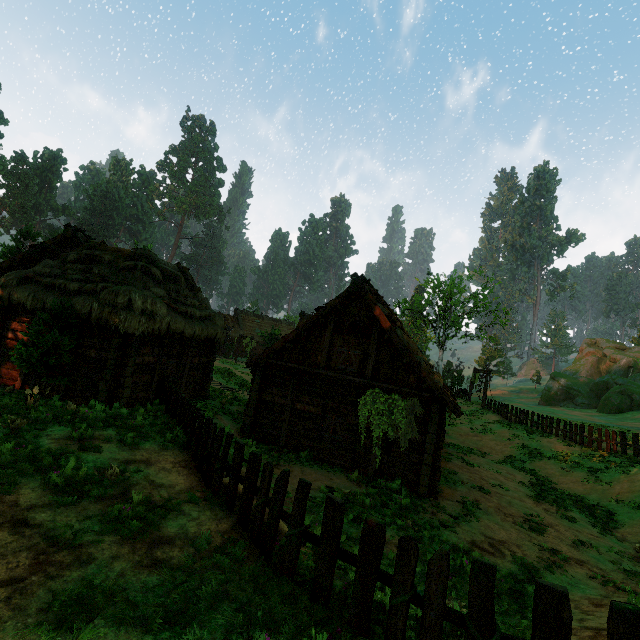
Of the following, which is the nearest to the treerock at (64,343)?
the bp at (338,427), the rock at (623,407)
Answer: the rock at (623,407)

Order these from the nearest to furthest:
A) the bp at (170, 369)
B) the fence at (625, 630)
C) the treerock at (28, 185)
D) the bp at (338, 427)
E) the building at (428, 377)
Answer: the fence at (625, 630), the building at (428, 377), the bp at (338, 427), the bp at (170, 369), the treerock at (28, 185)

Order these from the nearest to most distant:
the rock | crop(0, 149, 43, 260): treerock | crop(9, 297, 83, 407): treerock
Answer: crop(9, 297, 83, 407): treerock, crop(0, 149, 43, 260): treerock, the rock

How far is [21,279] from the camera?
12.8m

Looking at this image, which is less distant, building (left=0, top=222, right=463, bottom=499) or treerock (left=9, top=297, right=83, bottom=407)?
treerock (left=9, top=297, right=83, bottom=407)

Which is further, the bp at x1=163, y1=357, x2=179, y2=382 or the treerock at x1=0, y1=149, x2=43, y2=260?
the treerock at x1=0, y1=149, x2=43, y2=260

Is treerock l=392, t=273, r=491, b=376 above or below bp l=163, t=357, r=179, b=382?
above

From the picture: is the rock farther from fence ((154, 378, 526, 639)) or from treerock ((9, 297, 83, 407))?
fence ((154, 378, 526, 639))
